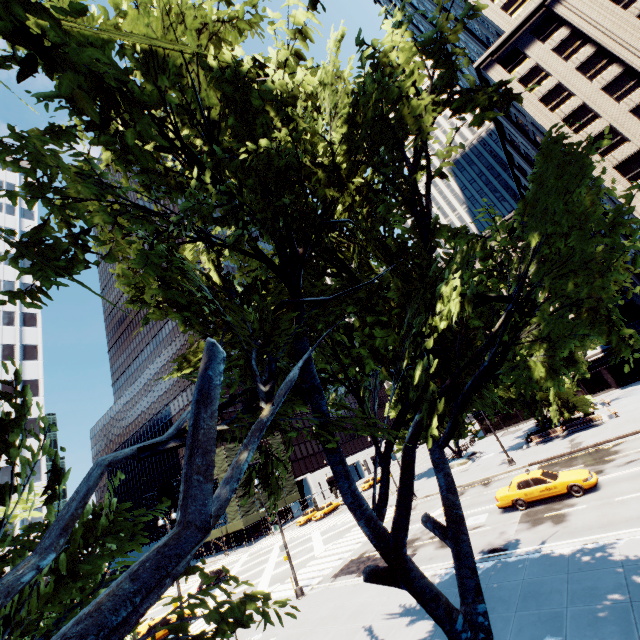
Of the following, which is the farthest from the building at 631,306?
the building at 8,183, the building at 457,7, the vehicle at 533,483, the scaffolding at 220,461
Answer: the building at 8,183

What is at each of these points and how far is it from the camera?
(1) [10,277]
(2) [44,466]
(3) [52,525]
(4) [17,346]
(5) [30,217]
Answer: (1) building, 48.97m
(2) building, 40.03m
(3) tree, 3.45m
(4) building, 44.88m
(5) building, 56.34m

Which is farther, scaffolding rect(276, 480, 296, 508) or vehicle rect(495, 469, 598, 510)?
scaffolding rect(276, 480, 296, 508)

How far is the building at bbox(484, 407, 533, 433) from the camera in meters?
53.3 m

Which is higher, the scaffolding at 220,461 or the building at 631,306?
the scaffolding at 220,461

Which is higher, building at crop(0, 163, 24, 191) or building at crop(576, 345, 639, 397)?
building at crop(0, 163, 24, 191)

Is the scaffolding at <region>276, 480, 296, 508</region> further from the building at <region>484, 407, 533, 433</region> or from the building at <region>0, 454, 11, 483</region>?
the building at <region>484, 407, 533, 433</region>

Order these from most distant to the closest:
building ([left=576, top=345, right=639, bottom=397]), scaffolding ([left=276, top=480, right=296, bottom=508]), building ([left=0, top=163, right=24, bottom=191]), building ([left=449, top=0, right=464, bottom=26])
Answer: scaffolding ([left=276, top=480, right=296, bottom=508])
building ([left=0, top=163, right=24, bottom=191])
building ([left=449, top=0, right=464, bottom=26])
building ([left=576, top=345, right=639, bottom=397])
